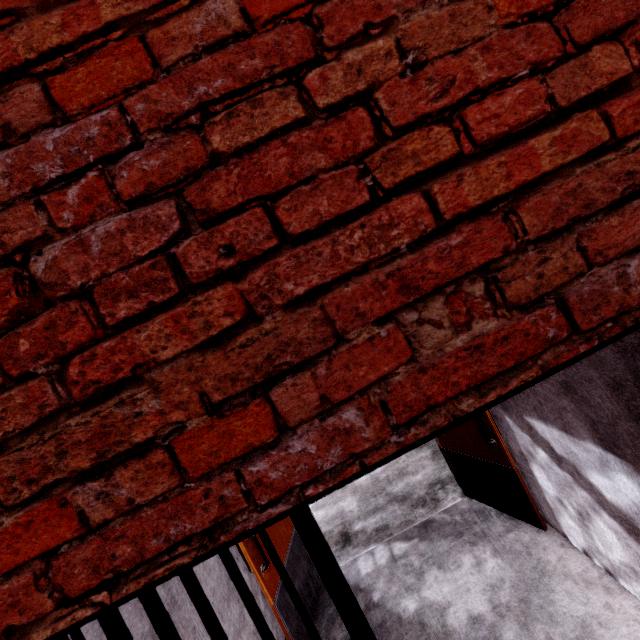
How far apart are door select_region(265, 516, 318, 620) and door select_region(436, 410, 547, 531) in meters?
2.0

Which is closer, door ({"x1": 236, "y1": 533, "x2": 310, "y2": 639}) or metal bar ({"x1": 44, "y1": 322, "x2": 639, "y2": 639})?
metal bar ({"x1": 44, "y1": 322, "x2": 639, "y2": 639})

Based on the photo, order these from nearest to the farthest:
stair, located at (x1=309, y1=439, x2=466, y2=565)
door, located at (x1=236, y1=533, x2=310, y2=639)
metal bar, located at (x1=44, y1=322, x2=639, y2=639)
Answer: metal bar, located at (x1=44, y1=322, x2=639, y2=639), door, located at (x1=236, y1=533, x2=310, y2=639), stair, located at (x1=309, y1=439, x2=466, y2=565)

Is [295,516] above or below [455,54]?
below

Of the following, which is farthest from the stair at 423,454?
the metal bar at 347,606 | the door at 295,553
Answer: the metal bar at 347,606

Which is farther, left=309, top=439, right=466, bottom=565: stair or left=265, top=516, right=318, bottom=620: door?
left=309, top=439, right=466, bottom=565: stair

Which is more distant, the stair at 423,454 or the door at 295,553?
the stair at 423,454
